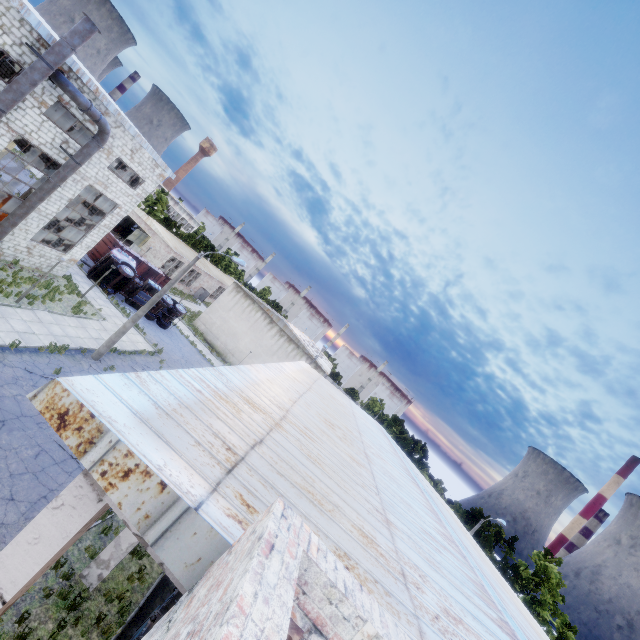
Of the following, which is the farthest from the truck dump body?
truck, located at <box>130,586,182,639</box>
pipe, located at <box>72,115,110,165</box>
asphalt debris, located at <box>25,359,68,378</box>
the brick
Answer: the brick

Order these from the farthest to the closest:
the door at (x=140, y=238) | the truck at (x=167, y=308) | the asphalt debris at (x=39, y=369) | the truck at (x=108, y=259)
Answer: the door at (x=140, y=238), the truck at (x=167, y=308), the truck at (x=108, y=259), the asphalt debris at (x=39, y=369)

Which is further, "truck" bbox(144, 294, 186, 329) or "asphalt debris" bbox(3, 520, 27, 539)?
"truck" bbox(144, 294, 186, 329)

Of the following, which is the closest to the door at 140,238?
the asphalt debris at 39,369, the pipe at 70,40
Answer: the pipe at 70,40

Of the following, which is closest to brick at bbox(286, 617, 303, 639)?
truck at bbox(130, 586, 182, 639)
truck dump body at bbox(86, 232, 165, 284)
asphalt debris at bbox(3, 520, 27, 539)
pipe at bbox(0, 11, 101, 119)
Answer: truck at bbox(130, 586, 182, 639)

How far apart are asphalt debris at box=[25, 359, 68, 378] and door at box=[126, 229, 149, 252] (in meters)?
29.85

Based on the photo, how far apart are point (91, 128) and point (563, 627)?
57.2 meters

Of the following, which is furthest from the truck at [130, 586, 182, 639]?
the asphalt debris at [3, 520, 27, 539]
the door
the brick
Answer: the door
